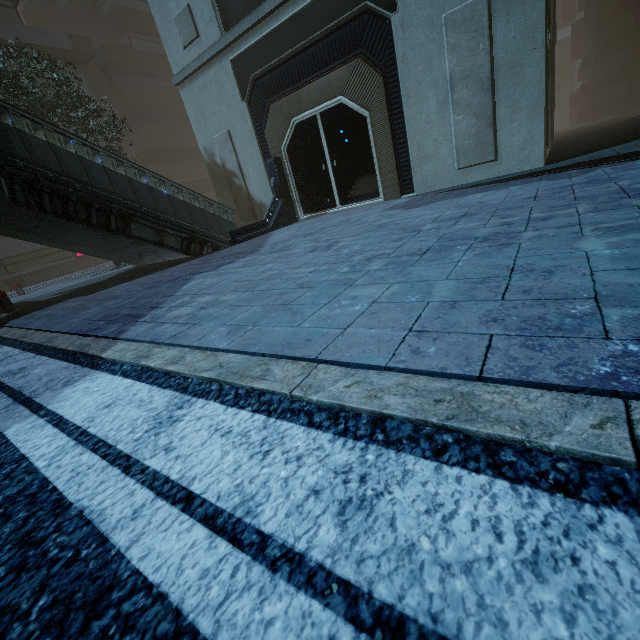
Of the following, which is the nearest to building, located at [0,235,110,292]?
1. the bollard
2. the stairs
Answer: the stairs

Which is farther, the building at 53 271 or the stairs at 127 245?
the building at 53 271

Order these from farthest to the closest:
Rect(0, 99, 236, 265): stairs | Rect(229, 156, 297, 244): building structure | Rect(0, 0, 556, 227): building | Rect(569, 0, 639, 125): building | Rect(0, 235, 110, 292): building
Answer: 1. Rect(569, 0, 639, 125): building
2. Rect(0, 235, 110, 292): building
3. Rect(229, 156, 297, 244): building structure
4. Rect(0, 0, 556, 227): building
5. Rect(0, 99, 236, 265): stairs

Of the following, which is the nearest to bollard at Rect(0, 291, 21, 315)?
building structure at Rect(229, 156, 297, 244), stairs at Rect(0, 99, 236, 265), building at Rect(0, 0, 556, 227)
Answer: stairs at Rect(0, 99, 236, 265)

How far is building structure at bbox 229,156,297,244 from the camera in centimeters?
999cm

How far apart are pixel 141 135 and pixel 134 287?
27.23m

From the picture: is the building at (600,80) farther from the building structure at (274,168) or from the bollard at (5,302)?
the bollard at (5,302)

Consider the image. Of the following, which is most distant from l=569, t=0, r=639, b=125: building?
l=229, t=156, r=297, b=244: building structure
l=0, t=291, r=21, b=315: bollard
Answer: l=0, t=291, r=21, b=315: bollard
